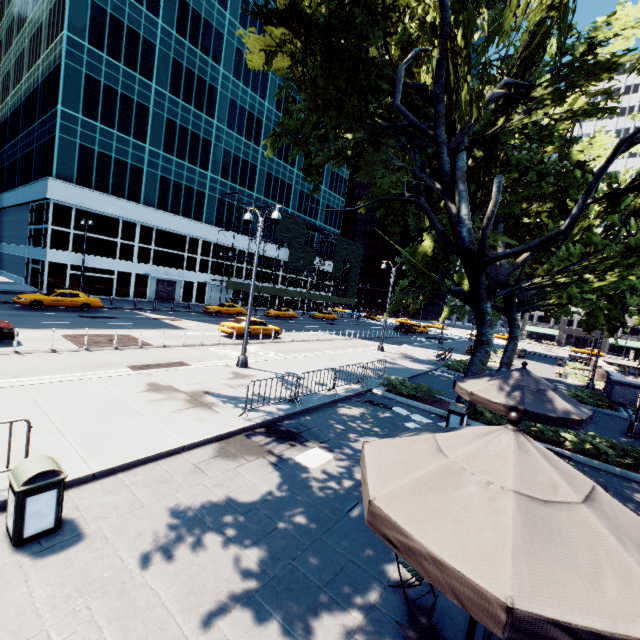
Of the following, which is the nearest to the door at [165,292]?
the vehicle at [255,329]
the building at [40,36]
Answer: the building at [40,36]

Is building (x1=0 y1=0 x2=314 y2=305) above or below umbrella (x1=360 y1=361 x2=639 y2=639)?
above

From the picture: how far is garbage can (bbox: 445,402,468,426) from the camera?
10.6m

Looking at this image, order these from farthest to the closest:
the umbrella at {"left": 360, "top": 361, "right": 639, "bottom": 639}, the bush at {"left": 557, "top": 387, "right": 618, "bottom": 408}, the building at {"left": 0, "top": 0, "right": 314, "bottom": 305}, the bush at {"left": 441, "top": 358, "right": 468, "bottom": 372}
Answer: the building at {"left": 0, "top": 0, "right": 314, "bottom": 305}, the bush at {"left": 441, "top": 358, "right": 468, "bottom": 372}, the bush at {"left": 557, "top": 387, "right": 618, "bottom": 408}, the umbrella at {"left": 360, "top": 361, "right": 639, "bottom": 639}

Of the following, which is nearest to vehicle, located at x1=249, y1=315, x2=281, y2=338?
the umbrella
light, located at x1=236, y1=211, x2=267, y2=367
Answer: light, located at x1=236, y1=211, x2=267, y2=367

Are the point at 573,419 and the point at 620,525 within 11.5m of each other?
yes

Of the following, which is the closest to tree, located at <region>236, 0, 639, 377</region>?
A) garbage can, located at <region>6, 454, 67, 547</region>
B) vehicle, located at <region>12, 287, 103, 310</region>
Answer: garbage can, located at <region>6, 454, 67, 547</region>

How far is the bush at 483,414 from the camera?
12.1m
